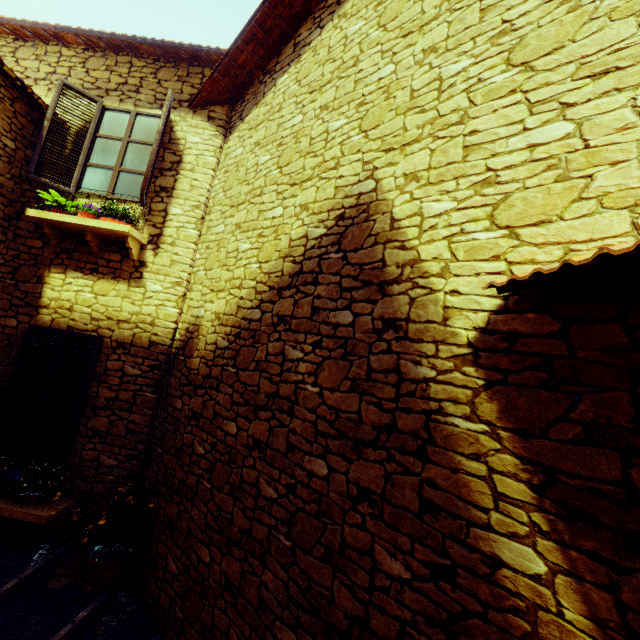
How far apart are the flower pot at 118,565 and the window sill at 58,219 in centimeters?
374cm

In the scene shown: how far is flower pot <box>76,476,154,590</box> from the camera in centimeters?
370cm

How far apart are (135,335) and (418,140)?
4.4m

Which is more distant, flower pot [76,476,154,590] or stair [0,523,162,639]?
flower pot [76,476,154,590]

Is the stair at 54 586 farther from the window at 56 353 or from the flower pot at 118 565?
the window at 56 353

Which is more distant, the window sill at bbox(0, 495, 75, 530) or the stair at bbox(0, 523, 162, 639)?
the window sill at bbox(0, 495, 75, 530)

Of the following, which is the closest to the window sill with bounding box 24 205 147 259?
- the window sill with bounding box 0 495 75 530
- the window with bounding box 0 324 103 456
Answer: the window with bounding box 0 324 103 456

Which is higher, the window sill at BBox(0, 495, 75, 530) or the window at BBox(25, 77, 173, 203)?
the window at BBox(25, 77, 173, 203)
